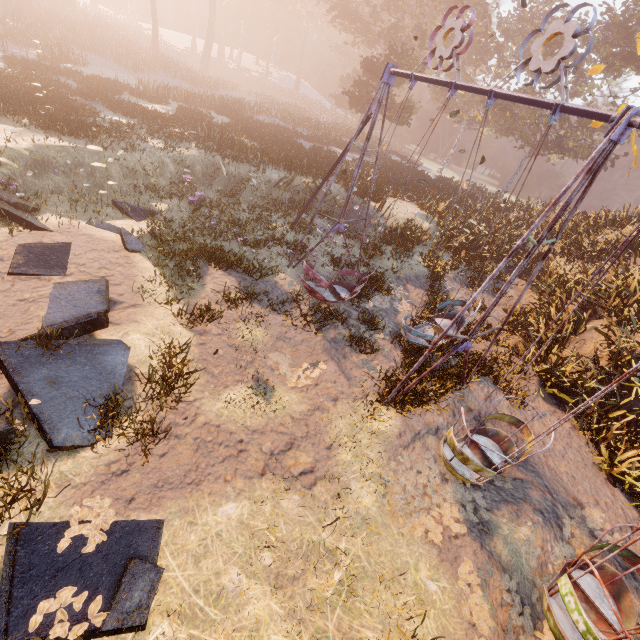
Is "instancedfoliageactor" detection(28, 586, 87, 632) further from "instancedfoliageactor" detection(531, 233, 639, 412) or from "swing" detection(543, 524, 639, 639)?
"instancedfoliageactor" detection(531, 233, 639, 412)

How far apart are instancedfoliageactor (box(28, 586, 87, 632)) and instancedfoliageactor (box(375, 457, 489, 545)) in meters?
4.0 m

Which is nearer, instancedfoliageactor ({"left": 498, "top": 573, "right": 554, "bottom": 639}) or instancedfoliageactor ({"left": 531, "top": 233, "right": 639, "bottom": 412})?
instancedfoliageactor ({"left": 498, "top": 573, "right": 554, "bottom": 639})

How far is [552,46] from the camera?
32.6m

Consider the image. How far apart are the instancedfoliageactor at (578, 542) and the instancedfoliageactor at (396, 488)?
0.38m

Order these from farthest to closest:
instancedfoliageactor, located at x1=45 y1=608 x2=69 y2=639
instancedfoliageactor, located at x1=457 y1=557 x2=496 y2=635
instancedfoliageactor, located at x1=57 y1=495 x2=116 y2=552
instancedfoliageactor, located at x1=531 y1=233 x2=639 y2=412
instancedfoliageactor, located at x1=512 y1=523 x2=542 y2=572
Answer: instancedfoliageactor, located at x1=531 y1=233 x2=639 y2=412
instancedfoliageactor, located at x1=512 y1=523 x2=542 y2=572
instancedfoliageactor, located at x1=457 y1=557 x2=496 y2=635
instancedfoliageactor, located at x1=57 y1=495 x2=116 y2=552
instancedfoliageactor, located at x1=45 y1=608 x2=69 y2=639

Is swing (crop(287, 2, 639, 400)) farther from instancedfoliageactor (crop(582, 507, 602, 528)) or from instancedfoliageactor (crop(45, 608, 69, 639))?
instancedfoliageactor (crop(45, 608, 69, 639))

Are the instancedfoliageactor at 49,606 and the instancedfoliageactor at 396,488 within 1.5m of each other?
no
